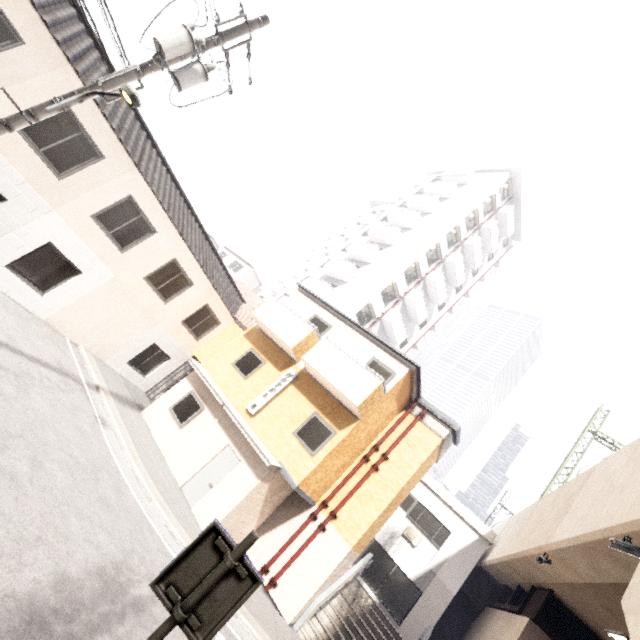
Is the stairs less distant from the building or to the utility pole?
the building

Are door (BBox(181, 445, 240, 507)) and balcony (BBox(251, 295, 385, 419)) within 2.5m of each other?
no

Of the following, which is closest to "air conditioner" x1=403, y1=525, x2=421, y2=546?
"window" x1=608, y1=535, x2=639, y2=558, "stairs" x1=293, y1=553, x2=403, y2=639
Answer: "stairs" x1=293, y1=553, x2=403, y2=639

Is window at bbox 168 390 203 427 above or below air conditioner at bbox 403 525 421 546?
below

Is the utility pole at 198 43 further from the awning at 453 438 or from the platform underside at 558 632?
the platform underside at 558 632

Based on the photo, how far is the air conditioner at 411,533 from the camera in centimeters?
1616cm

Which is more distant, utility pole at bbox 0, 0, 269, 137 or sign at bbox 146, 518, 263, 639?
utility pole at bbox 0, 0, 269, 137

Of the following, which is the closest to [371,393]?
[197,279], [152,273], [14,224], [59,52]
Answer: [197,279]
